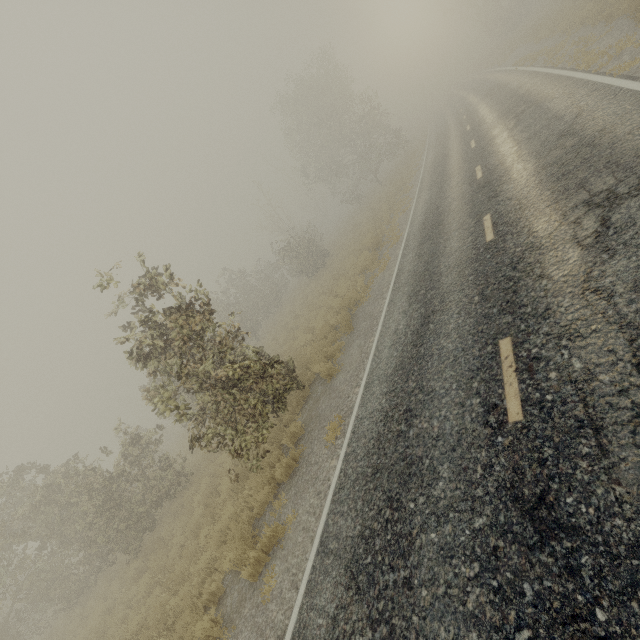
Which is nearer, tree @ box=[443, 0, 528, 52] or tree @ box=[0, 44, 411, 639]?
tree @ box=[0, 44, 411, 639]

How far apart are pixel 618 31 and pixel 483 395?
14.9 meters

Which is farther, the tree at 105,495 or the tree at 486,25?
the tree at 486,25
